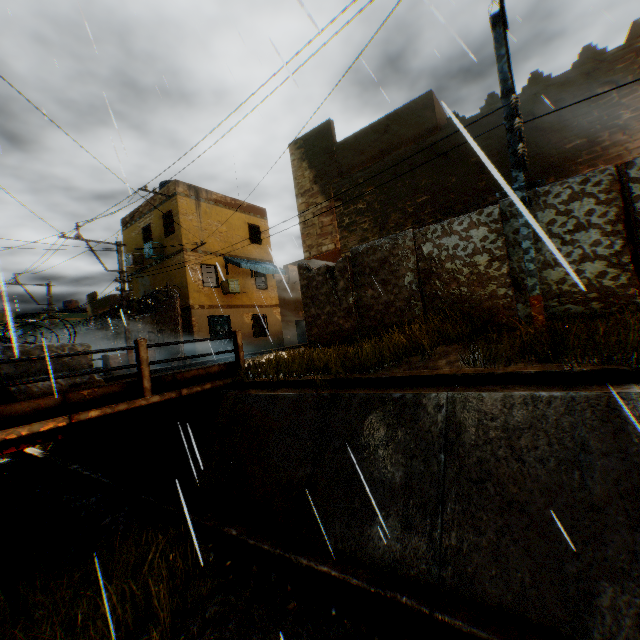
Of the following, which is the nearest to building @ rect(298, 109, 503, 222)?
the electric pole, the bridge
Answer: the electric pole

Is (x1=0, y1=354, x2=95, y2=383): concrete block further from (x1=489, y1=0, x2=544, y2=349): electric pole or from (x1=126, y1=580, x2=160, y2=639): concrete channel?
(x1=489, y1=0, x2=544, y2=349): electric pole

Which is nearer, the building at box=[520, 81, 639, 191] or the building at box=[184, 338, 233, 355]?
the building at box=[520, 81, 639, 191]

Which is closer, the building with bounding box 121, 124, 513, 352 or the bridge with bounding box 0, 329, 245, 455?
the bridge with bounding box 0, 329, 245, 455

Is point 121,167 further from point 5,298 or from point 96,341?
point 96,341

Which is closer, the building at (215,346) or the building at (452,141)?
the building at (452,141)

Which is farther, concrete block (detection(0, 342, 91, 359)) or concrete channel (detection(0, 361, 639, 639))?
concrete block (detection(0, 342, 91, 359))

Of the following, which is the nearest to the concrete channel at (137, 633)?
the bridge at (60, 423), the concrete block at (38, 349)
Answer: the bridge at (60, 423)
